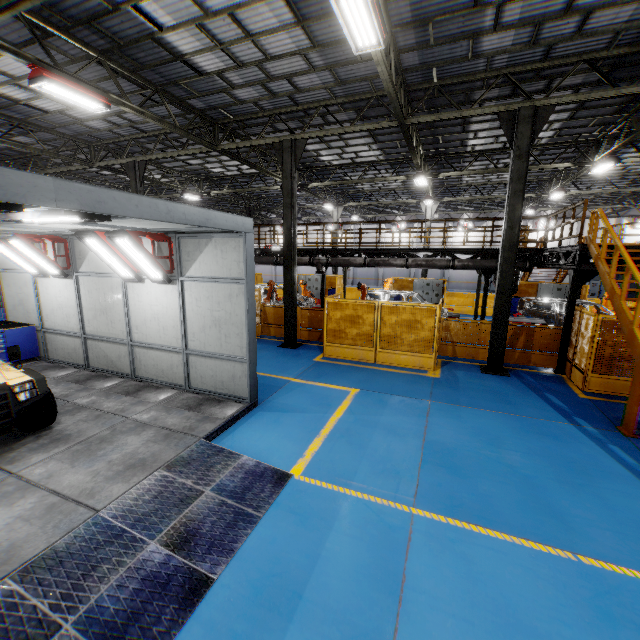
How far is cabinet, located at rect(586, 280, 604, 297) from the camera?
25.3 meters

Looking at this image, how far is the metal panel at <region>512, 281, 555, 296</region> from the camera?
21.9 meters

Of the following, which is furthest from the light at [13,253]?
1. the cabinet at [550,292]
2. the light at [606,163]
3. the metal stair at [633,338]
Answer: the cabinet at [550,292]

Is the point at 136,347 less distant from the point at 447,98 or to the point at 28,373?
the point at 28,373

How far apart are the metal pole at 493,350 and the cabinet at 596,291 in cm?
2134

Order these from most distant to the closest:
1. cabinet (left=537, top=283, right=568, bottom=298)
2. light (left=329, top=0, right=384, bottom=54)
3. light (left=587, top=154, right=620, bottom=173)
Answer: cabinet (left=537, top=283, right=568, bottom=298)
light (left=587, top=154, right=620, bottom=173)
light (left=329, top=0, right=384, bottom=54)

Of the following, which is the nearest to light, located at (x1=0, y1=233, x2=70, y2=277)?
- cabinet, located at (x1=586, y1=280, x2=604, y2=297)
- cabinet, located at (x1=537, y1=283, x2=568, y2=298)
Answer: cabinet, located at (x1=537, y1=283, x2=568, y2=298)

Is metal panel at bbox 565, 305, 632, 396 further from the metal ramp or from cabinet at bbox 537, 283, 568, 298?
the metal ramp
